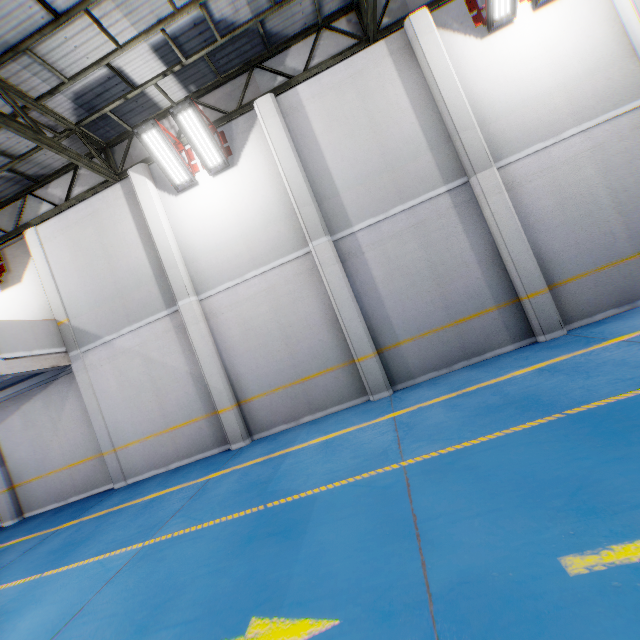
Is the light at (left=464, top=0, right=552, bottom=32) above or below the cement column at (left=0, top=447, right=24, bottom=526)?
above

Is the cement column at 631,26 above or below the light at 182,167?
below

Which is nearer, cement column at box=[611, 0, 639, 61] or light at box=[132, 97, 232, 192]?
cement column at box=[611, 0, 639, 61]

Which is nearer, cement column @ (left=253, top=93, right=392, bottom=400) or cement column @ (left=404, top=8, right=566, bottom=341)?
cement column @ (left=404, top=8, right=566, bottom=341)

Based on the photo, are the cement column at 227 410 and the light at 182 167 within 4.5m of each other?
yes

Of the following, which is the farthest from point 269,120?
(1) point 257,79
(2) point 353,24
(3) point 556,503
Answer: (3) point 556,503

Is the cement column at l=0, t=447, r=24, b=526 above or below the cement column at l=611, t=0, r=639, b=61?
below

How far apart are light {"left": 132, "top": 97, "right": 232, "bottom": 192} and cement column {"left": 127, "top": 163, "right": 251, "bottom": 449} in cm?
140
